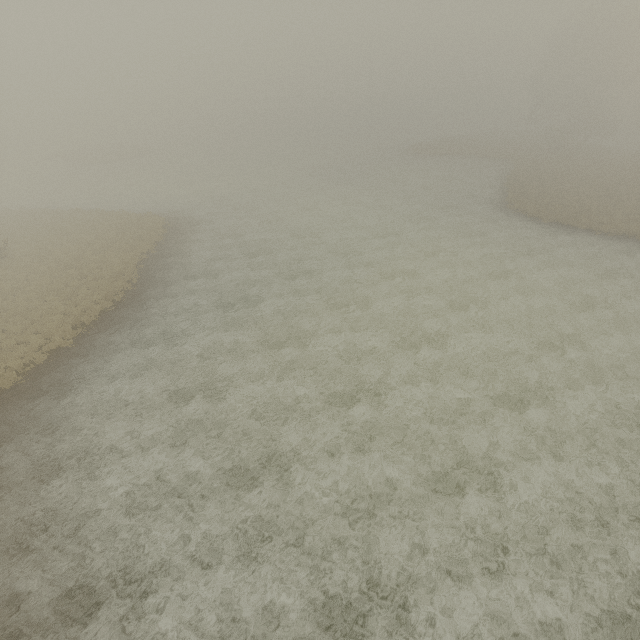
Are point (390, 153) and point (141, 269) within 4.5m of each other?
no
